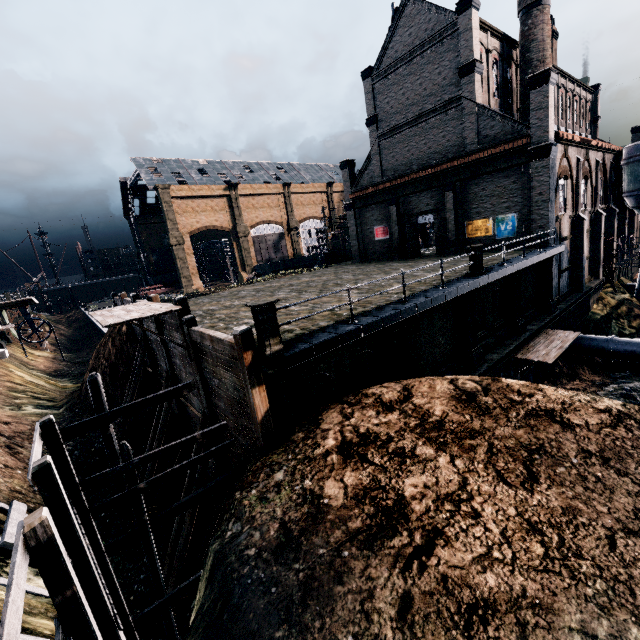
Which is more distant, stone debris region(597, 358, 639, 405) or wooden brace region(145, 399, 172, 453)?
stone debris region(597, 358, 639, 405)

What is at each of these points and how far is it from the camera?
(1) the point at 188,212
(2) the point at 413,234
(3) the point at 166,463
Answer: (1) building, 56.0m
(2) door, 31.1m
(3) wooden brace, 17.3m

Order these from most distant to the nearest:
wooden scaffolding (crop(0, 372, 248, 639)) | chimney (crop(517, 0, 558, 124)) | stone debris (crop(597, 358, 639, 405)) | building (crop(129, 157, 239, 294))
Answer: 1. building (crop(129, 157, 239, 294))
2. chimney (crop(517, 0, 558, 124))
3. stone debris (crop(597, 358, 639, 405))
4. wooden scaffolding (crop(0, 372, 248, 639))

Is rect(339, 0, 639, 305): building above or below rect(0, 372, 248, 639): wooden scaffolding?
above

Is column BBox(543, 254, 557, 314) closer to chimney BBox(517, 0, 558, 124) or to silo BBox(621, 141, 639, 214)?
chimney BBox(517, 0, 558, 124)

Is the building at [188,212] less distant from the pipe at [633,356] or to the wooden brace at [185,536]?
the pipe at [633,356]

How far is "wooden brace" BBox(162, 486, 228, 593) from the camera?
12.59m

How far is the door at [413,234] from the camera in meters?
30.5 m
